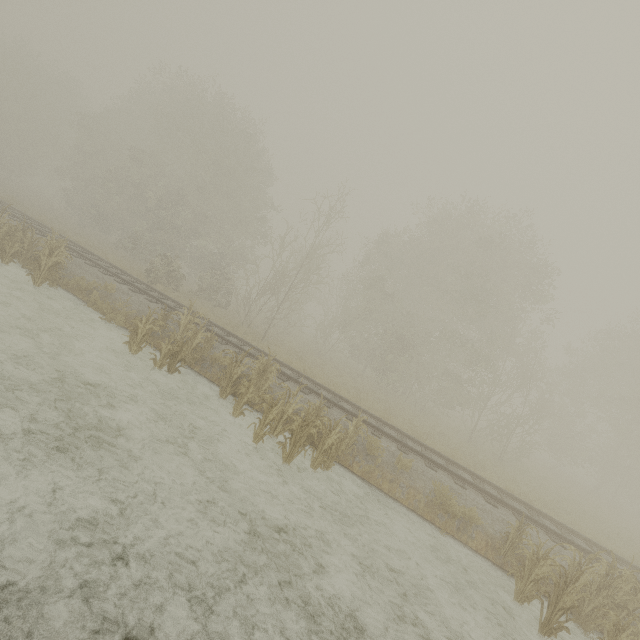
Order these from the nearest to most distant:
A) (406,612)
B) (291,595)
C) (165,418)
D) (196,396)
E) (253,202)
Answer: (291,595), (406,612), (165,418), (196,396), (253,202)

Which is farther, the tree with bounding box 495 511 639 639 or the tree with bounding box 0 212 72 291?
the tree with bounding box 0 212 72 291

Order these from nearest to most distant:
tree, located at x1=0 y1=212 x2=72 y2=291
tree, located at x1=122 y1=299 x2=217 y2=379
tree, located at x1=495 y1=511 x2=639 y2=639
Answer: tree, located at x1=495 y1=511 x2=639 y2=639 < tree, located at x1=122 y1=299 x2=217 y2=379 < tree, located at x1=0 y1=212 x2=72 y2=291

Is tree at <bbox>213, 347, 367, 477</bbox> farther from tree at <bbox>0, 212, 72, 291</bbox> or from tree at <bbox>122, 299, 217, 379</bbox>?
tree at <bbox>0, 212, 72, 291</bbox>

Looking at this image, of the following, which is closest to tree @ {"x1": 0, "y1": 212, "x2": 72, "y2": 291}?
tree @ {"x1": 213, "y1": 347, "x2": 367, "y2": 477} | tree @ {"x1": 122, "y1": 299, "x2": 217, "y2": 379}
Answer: tree @ {"x1": 122, "y1": 299, "x2": 217, "y2": 379}

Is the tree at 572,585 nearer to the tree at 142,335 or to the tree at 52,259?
the tree at 142,335

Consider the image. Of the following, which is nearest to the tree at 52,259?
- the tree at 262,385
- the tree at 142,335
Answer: the tree at 142,335
